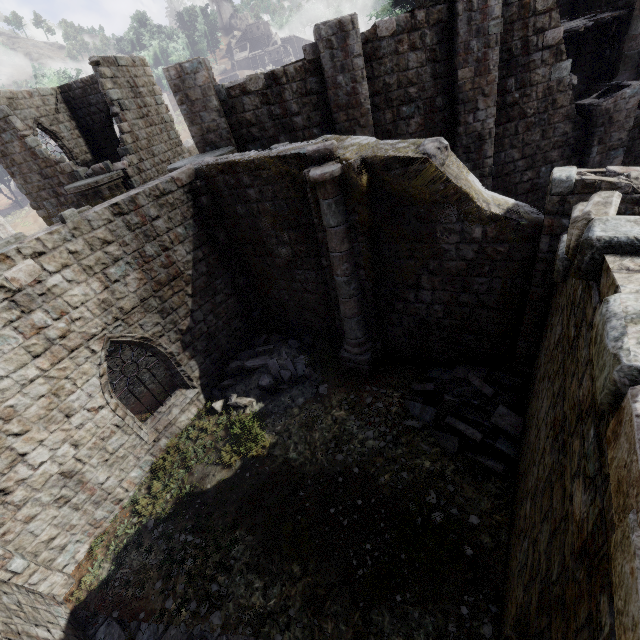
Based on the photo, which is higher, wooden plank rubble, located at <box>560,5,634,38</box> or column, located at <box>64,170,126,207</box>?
wooden plank rubble, located at <box>560,5,634,38</box>

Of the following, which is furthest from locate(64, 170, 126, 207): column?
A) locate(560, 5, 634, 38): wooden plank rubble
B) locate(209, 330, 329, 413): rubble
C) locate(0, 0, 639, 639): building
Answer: locate(560, 5, 634, 38): wooden plank rubble

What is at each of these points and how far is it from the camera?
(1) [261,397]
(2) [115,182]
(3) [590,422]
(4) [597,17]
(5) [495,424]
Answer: (1) rubble, 10.2m
(2) column, 14.4m
(3) building, 2.3m
(4) wooden plank rubble, 14.7m
(5) rubble, 7.5m

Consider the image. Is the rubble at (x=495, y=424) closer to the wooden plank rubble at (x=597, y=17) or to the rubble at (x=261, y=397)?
the rubble at (x=261, y=397)

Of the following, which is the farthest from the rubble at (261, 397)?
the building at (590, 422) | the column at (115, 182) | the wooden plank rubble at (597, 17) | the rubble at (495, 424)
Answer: the wooden plank rubble at (597, 17)

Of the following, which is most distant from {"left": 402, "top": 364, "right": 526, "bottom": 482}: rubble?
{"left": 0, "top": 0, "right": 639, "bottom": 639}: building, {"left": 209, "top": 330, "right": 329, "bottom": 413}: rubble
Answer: {"left": 209, "top": 330, "right": 329, "bottom": 413}: rubble

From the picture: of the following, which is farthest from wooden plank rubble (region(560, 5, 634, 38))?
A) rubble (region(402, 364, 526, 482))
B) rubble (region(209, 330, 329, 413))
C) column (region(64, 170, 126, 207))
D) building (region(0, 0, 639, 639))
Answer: column (region(64, 170, 126, 207))

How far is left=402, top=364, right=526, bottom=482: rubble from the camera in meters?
7.2 m
